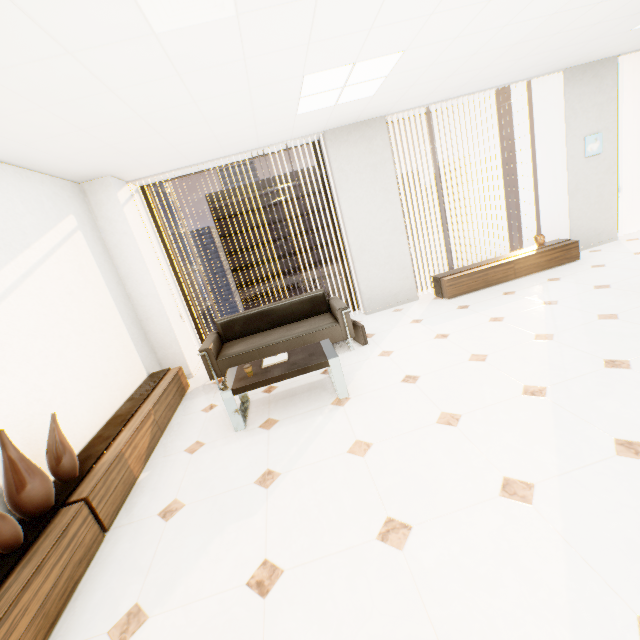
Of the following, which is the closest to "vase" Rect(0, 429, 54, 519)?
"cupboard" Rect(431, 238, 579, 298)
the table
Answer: the table

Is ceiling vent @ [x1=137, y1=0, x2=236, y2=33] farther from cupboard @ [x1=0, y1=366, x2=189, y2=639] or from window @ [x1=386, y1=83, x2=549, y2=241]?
window @ [x1=386, y1=83, x2=549, y2=241]

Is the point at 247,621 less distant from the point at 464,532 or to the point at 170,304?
the point at 464,532

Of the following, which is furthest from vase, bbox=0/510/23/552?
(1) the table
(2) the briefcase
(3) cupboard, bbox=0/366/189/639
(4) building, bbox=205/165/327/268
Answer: (4) building, bbox=205/165/327/268

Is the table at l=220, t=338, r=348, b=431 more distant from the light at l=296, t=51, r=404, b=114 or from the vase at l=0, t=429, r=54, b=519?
the light at l=296, t=51, r=404, b=114

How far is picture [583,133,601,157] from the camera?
5.4 meters

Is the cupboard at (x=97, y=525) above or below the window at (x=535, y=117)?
below

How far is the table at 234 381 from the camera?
3.1 meters
